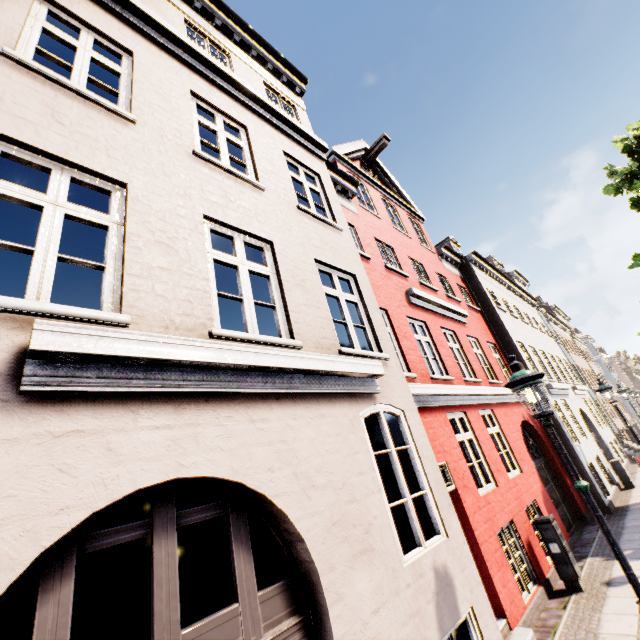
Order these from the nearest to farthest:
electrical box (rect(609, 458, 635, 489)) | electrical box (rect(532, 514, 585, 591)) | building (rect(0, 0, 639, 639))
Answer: building (rect(0, 0, 639, 639))
electrical box (rect(532, 514, 585, 591))
electrical box (rect(609, 458, 635, 489))

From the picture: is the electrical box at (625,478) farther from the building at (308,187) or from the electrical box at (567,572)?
the electrical box at (567,572)

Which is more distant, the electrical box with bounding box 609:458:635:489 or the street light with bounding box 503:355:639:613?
the electrical box with bounding box 609:458:635:489

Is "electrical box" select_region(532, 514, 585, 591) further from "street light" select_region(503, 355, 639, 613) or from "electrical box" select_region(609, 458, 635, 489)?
"electrical box" select_region(609, 458, 635, 489)

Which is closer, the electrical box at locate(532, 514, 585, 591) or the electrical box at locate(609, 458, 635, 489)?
the electrical box at locate(532, 514, 585, 591)

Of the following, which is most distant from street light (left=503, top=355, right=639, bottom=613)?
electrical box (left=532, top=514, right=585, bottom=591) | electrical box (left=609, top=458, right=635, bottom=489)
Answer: electrical box (left=609, top=458, right=635, bottom=489)

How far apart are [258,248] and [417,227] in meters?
11.7 m

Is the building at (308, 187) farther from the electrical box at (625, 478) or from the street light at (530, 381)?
the street light at (530, 381)
